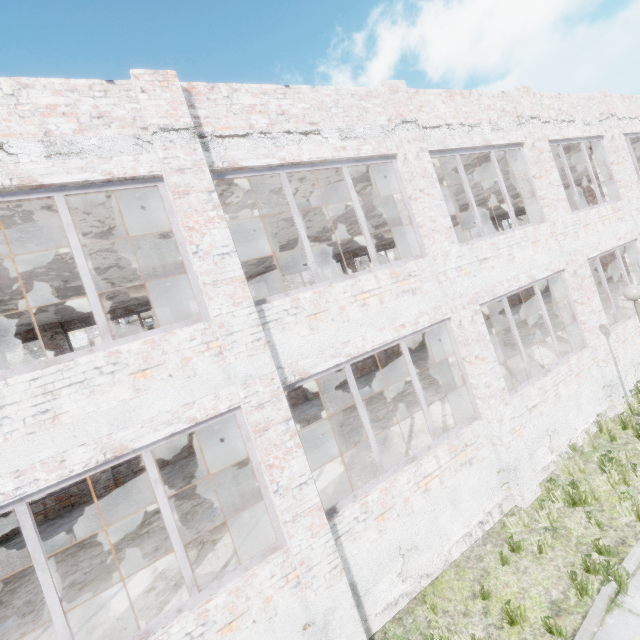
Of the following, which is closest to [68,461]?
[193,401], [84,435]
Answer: [84,435]
